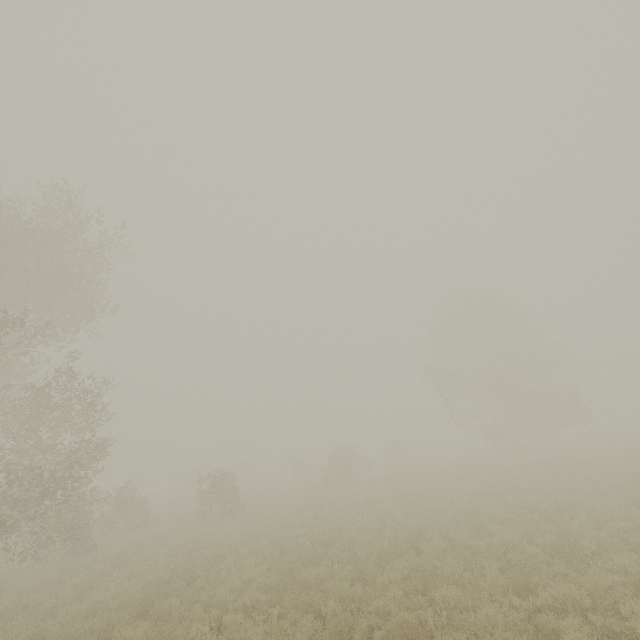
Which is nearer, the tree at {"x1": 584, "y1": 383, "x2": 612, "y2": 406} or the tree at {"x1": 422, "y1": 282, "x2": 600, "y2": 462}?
the tree at {"x1": 422, "y1": 282, "x2": 600, "y2": 462}

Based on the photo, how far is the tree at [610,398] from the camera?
57.3 meters

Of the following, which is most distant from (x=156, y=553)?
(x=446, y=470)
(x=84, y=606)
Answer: (x=446, y=470)

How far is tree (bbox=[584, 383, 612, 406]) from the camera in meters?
57.3

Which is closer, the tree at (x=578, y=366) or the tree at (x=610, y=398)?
the tree at (x=578, y=366)
